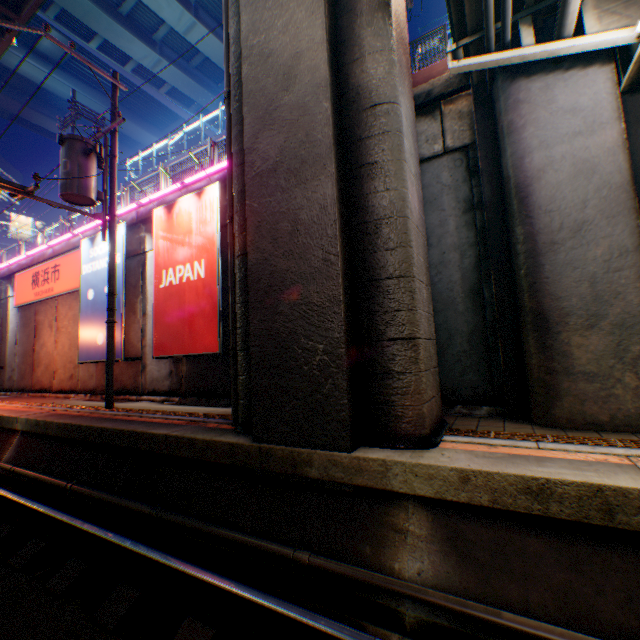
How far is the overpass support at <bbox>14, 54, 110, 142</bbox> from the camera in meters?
33.0 m

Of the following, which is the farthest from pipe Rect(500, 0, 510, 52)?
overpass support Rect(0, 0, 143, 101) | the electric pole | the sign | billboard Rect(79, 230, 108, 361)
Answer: the sign

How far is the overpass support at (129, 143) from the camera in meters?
37.7 m

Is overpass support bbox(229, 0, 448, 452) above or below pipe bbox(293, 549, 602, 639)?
above

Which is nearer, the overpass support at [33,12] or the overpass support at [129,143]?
the overpass support at [33,12]

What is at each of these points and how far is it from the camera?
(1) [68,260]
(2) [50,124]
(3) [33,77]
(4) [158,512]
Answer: (1) sign, 13.1 meters
(2) overpass support, 38.5 meters
(3) overpass support, 32.2 meters
(4) pipe, 4.6 meters

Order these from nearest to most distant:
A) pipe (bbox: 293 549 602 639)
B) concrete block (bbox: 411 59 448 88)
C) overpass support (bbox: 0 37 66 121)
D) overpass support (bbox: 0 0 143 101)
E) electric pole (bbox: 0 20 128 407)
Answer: pipe (bbox: 293 549 602 639)
concrete block (bbox: 411 59 448 88)
electric pole (bbox: 0 20 128 407)
overpass support (bbox: 0 0 143 101)
overpass support (bbox: 0 37 66 121)
